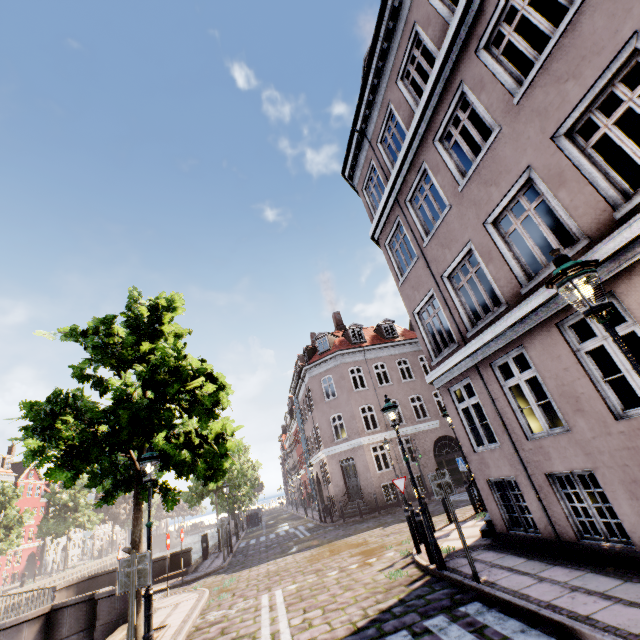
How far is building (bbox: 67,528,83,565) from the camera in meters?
56.3 m

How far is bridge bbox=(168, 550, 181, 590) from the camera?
14.70m

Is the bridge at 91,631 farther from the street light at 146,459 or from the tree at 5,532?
the street light at 146,459

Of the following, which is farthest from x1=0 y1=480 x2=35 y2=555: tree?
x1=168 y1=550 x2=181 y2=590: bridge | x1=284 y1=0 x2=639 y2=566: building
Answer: x1=284 y1=0 x2=639 y2=566: building

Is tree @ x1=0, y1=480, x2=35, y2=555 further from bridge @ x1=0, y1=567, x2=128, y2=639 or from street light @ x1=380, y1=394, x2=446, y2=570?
bridge @ x1=0, y1=567, x2=128, y2=639

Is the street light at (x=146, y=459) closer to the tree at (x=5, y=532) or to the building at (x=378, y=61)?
the tree at (x=5, y=532)

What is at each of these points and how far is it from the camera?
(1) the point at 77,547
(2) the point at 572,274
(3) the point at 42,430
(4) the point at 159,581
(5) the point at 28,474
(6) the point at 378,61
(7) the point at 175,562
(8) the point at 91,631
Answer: (1) building, 58.5 meters
(2) street light, 3.4 meters
(3) tree, 8.0 meters
(4) bridge, 14.8 meters
(5) building, 49.7 meters
(6) building, 10.4 meters
(7) bridge, 16.0 meters
(8) bridge, 9.3 meters
